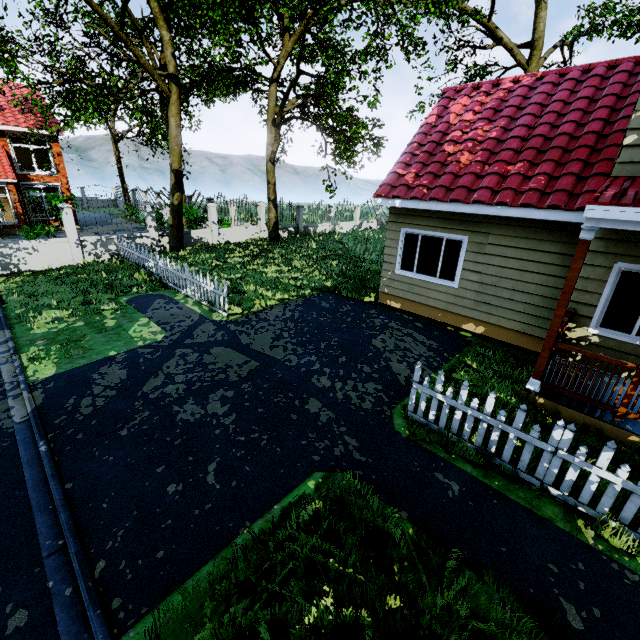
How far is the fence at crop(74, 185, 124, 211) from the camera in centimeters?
1417cm

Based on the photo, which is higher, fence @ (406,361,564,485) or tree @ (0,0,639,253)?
tree @ (0,0,639,253)

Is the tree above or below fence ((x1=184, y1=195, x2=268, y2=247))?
above

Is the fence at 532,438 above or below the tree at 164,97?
below

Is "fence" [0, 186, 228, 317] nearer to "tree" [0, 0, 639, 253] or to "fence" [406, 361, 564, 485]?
"tree" [0, 0, 639, 253]

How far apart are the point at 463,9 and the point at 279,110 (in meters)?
16.83

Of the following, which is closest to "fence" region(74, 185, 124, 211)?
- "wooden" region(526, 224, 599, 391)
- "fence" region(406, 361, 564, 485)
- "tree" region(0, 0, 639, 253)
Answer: "tree" region(0, 0, 639, 253)

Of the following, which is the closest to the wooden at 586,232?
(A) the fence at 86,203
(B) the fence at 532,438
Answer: (B) the fence at 532,438
